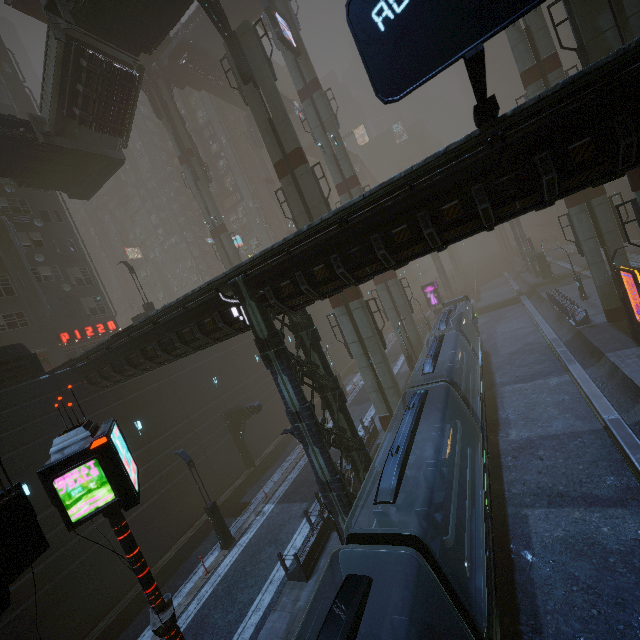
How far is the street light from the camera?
16.47m

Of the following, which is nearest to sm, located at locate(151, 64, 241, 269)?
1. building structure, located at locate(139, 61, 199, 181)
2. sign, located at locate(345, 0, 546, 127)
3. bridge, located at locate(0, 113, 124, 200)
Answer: building structure, located at locate(139, 61, 199, 181)

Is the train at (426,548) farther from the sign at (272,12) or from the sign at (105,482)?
the sign at (272,12)

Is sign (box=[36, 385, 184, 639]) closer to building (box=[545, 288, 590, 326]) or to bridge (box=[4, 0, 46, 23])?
building (box=[545, 288, 590, 326])

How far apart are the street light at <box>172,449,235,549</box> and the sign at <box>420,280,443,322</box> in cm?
3735

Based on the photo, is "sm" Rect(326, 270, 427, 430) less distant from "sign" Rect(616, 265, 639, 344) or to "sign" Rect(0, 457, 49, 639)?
"sign" Rect(616, 265, 639, 344)

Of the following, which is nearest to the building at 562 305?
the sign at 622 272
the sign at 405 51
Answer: the sign at 405 51

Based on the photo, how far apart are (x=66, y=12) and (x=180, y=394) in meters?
22.5
